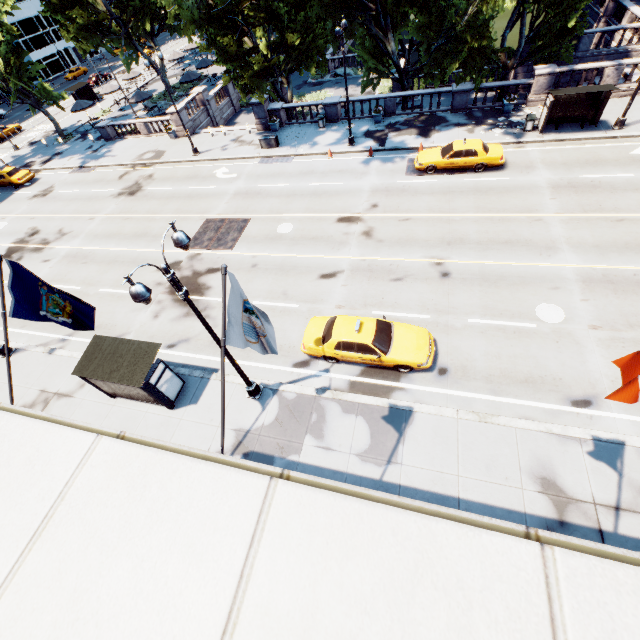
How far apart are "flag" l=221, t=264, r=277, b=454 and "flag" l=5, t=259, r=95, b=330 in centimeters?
494cm

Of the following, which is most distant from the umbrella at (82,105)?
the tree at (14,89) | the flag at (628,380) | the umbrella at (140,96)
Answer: the flag at (628,380)

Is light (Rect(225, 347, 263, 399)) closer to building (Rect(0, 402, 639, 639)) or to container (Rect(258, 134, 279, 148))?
building (Rect(0, 402, 639, 639))

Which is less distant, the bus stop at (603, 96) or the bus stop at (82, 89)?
the bus stop at (603, 96)

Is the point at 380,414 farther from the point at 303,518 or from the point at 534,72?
the point at 534,72

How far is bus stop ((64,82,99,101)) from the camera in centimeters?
4533cm

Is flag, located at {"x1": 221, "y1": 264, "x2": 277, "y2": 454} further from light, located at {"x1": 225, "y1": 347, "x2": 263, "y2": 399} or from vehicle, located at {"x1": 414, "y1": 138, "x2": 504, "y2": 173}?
vehicle, located at {"x1": 414, "y1": 138, "x2": 504, "y2": 173}

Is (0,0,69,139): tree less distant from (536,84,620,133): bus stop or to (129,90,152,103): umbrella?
(129,90,152,103): umbrella
